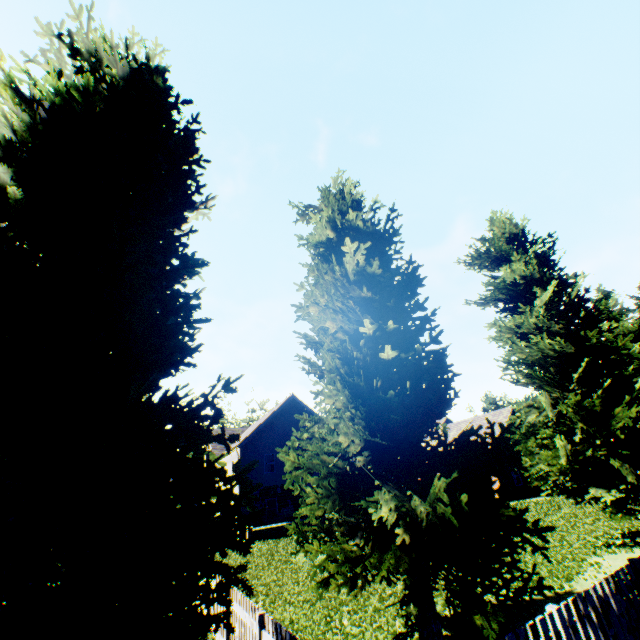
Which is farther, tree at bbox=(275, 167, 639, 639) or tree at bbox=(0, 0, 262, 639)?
tree at bbox=(275, 167, 639, 639)

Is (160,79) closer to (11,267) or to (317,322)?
(11,267)

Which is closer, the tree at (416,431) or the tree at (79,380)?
the tree at (79,380)
